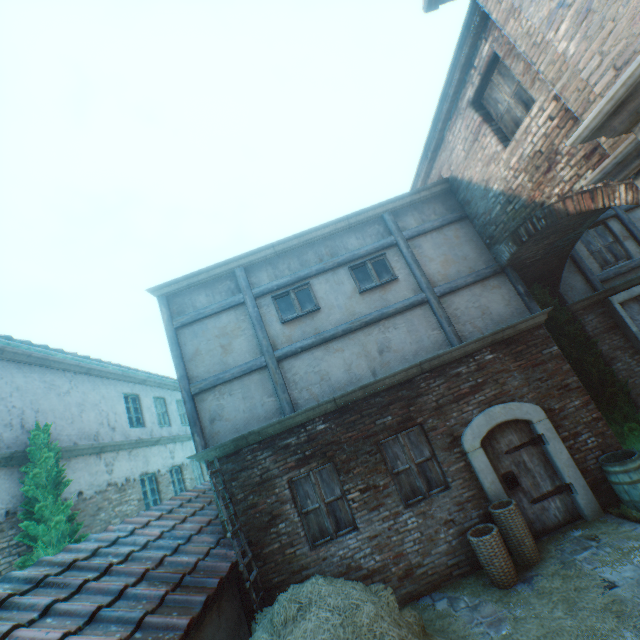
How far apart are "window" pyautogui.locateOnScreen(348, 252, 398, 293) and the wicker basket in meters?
5.1

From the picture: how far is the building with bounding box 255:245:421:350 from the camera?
7.5m

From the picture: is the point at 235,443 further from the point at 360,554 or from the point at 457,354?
the point at 457,354

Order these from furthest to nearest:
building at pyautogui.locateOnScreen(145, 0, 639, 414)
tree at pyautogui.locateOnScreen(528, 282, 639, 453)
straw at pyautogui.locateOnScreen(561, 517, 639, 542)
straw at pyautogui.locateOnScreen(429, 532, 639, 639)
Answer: tree at pyautogui.locateOnScreen(528, 282, 639, 453) < straw at pyautogui.locateOnScreen(561, 517, 639, 542) < straw at pyautogui.locateOnScreen(429, 532, 639, 639) < building at pyautogui.locateOnScreen(145, 0, 639, 414)

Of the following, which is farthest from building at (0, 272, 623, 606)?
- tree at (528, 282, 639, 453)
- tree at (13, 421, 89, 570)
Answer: tree at (13, 421, 89, 570)

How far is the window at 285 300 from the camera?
7.5m

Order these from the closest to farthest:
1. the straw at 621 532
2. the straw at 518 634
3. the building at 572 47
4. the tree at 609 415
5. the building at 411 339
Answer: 1. the building at 572 47
2. the straw at 518 634
3. the straw at 621 532
4. the building at 411 339
5. the tree at 609 415

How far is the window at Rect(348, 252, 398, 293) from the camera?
7.7 meters
